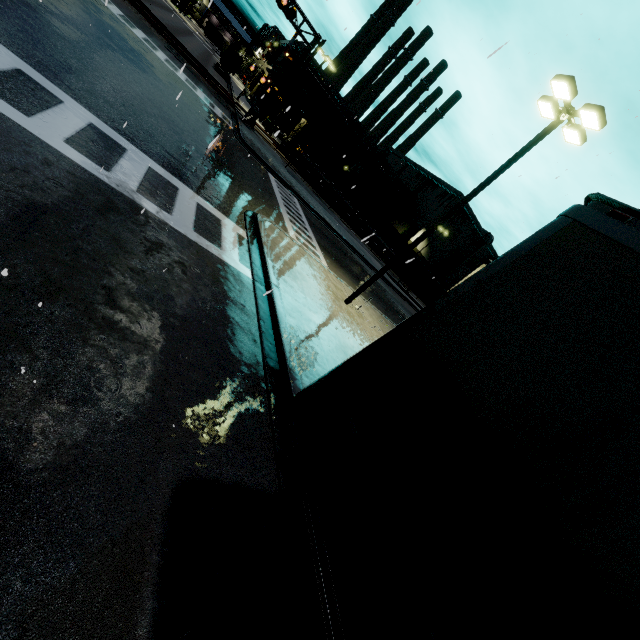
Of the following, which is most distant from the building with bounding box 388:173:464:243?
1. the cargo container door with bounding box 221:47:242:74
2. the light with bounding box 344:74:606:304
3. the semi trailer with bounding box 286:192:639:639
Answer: the cargo container door with bounding box 221:47:242:74

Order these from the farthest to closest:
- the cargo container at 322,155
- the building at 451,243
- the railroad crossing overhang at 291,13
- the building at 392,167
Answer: the building at 451,243, the building at 392,167, the cargo container at 322,155, the railroad crossing overhang at 291,13

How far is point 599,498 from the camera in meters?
1.5 m

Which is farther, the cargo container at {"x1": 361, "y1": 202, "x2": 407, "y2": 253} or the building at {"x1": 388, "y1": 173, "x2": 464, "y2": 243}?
the building at {"x1": 388, "y1": 173, "x2": 464, "y2": 243}

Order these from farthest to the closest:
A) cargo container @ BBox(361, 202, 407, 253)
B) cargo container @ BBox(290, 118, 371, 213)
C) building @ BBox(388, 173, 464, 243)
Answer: building @ BBox(388, 173, 464, 243) < cargo container @ BBox(361, 202, 407, 253) < cargo container @ BBox(290, 118, 371, 213)

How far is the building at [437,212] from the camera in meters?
54.3 m

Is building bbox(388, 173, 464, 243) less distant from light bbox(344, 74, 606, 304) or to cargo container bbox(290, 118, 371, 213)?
cargo container bbox(290, 118, 371, 213)

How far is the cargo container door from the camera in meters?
42.8
